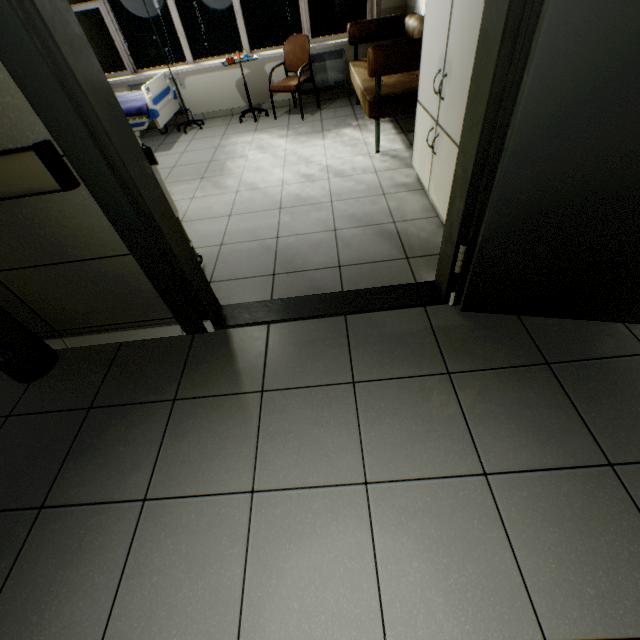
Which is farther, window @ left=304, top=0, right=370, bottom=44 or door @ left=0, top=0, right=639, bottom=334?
window @ left=304, top=0, right=370, bottom=44

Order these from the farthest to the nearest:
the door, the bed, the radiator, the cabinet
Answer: → the radiator → the bed → the cabinet → the door

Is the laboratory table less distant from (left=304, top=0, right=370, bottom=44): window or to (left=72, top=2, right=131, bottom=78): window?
(left=304, top=0, right=370, bottom=44): window

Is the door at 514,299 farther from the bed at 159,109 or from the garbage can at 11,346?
the bed at 159,109

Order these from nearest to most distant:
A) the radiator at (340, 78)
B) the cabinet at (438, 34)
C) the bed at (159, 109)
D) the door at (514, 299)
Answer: the door at (514, 299) < the cabinet at (438, 34) < the bed at (159, 109) < the radiator at (340, 78)

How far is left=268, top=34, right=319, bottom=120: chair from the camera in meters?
4.6

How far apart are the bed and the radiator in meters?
2.0

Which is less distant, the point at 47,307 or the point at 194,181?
the point at 47,307
